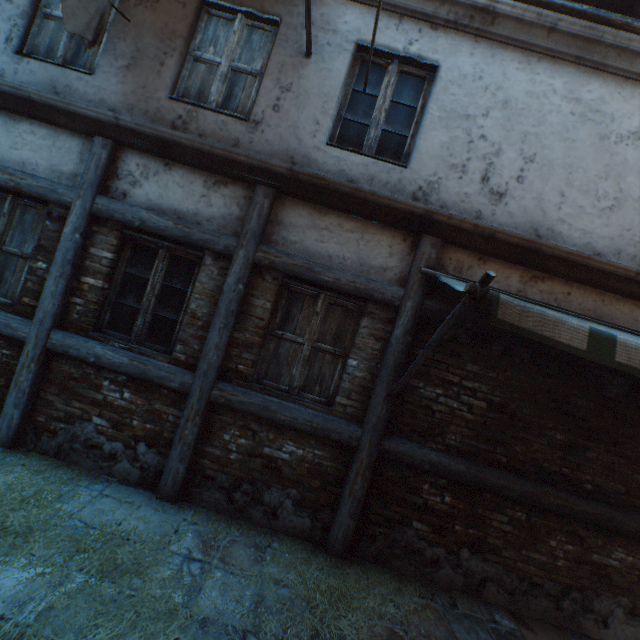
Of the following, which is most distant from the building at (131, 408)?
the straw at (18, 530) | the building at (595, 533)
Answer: the building at (595, 533)

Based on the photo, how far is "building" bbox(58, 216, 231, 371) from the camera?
3.77m

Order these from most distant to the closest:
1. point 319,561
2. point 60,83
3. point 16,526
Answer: point 60,83 → point 319,561 → point 16,526

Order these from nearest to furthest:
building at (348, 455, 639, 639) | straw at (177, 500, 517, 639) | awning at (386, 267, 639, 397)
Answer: awning at (386, 267, 639, 397) < straw at (177, 500, 517, 639) < building at (348, 455, 639, 639)

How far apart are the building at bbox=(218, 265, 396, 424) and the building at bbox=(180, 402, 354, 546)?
0.23m

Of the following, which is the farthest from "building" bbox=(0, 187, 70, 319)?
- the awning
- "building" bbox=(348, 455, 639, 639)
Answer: "building" bbox=(348, 455, 639, 639)

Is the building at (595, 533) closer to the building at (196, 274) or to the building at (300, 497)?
the building at (300, 497)

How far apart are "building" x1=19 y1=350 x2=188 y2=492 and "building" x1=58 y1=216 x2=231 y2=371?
0.24m
